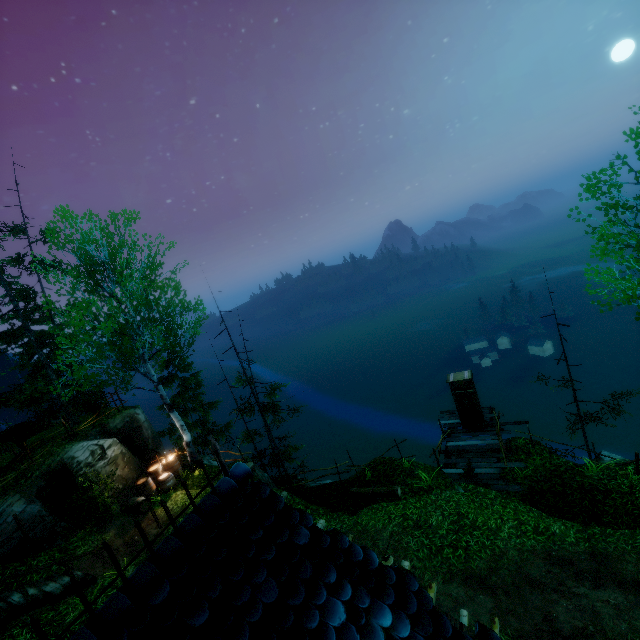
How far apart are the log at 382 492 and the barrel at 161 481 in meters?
8.4 m

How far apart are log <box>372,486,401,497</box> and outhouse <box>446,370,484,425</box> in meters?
5.7 m

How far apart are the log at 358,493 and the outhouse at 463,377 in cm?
568

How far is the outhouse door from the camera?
15.7 meters

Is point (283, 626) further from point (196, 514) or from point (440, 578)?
point (440, 578)

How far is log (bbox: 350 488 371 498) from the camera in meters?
13.0 m

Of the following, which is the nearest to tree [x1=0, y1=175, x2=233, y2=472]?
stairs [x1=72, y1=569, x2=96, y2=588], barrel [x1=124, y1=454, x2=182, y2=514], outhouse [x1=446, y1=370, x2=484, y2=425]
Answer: barrel [x1=124, y1=454, x2=182, y2=514]

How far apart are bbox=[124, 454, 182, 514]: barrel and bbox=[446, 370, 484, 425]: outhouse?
13.9m
